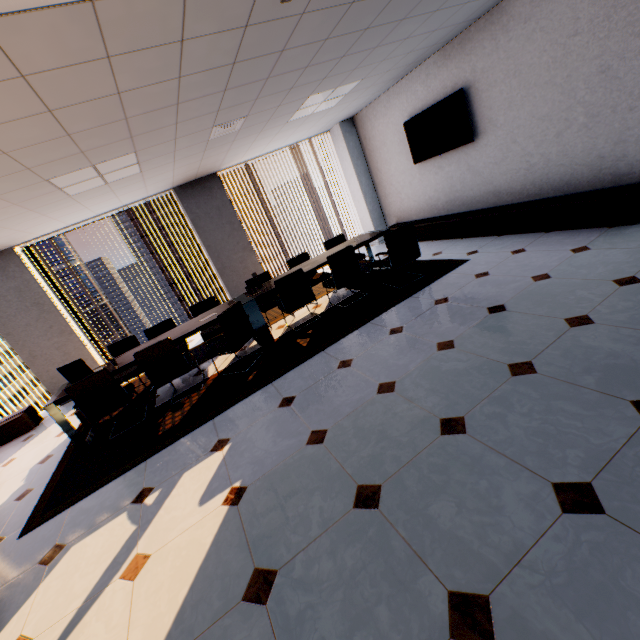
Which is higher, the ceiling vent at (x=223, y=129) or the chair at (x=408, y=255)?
the ceiling vent at (x=223, y=129)

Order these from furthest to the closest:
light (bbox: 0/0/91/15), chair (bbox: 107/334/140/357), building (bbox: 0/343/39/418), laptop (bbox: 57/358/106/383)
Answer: building (bbox: 0/343/39/418) → chair (bbox: 107/334/140/357) → laptop (bbox: 57/358/106/383) → light (bbox: 0/0/91/15)

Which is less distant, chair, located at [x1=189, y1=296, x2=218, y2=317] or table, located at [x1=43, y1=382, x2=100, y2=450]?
table, located at [x1=43, y1=382, x2=100, y2=450]

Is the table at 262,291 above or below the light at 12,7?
below

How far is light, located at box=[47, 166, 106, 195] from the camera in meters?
3.7 m

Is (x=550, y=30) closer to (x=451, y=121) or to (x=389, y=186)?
(x=451, y=121)

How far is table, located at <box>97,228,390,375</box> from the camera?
4.50m

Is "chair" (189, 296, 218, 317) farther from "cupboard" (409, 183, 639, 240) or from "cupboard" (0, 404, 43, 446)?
"cupboard" (409, 183, 639, 240)
